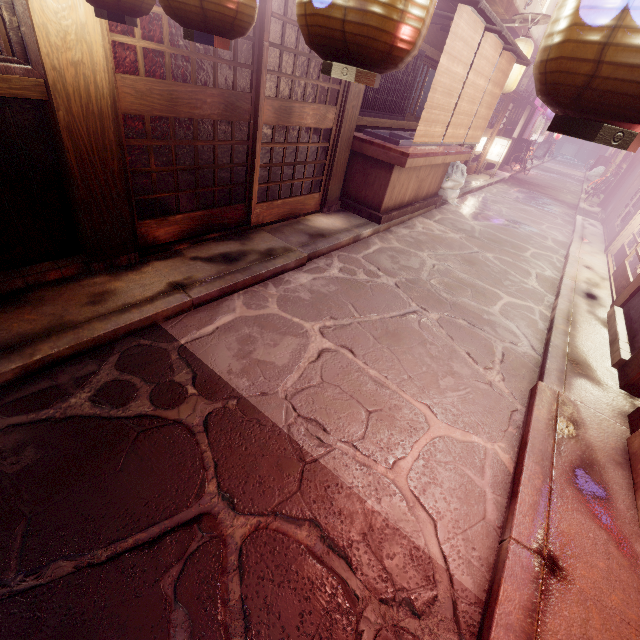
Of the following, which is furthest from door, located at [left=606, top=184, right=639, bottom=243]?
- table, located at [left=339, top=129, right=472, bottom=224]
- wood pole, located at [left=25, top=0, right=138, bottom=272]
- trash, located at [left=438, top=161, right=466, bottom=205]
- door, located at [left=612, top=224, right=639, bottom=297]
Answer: wood pole, located at [left=25, top=0, right=138, bottom=272]

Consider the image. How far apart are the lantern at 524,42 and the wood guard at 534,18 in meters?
0.1

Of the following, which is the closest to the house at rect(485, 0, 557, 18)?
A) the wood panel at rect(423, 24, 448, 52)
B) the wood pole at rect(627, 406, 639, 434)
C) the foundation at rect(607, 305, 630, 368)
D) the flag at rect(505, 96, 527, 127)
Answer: the flag at rect(505, 96, 527, 127)

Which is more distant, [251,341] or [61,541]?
[251,341]

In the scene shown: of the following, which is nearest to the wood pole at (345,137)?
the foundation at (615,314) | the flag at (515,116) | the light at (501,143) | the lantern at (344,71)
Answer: the lantern at (344,71)

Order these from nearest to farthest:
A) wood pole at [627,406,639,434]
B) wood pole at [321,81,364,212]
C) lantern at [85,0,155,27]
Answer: lantern at [85,0,155,27] → wood pole at [627,406,639,434] → wood pole at [321,81,364,212]

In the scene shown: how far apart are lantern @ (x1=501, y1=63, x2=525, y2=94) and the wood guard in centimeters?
5cm

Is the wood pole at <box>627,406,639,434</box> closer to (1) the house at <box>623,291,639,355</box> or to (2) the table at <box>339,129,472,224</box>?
(1) the house at <box>623,291,639,355</box>
